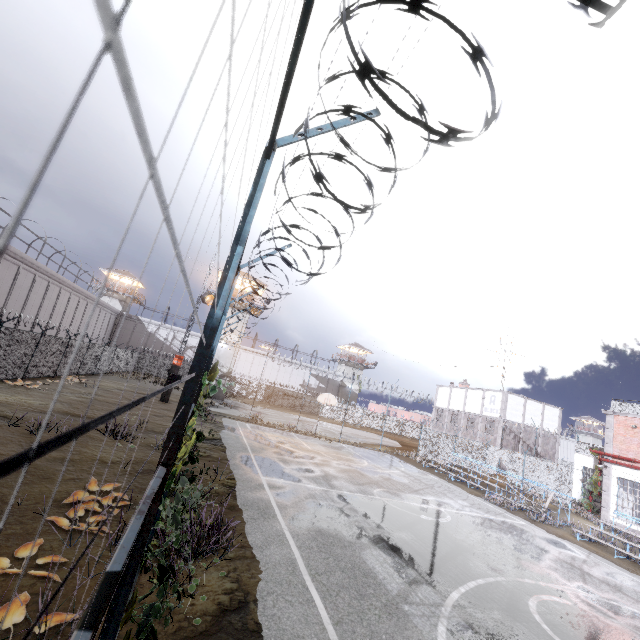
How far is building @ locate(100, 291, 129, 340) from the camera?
51.42m

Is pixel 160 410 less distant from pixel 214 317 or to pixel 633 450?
pixel 214 317

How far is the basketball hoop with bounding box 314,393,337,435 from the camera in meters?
26.0 m

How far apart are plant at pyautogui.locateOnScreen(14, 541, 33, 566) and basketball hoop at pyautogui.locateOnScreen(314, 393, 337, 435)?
21.3m

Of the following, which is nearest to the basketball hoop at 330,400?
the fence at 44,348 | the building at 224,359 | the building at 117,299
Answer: the fence at 44,348

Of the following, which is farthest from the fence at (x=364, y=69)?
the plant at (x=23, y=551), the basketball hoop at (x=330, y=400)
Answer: the plant at (x=23, y=551)

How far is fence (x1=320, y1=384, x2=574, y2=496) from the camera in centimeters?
2589cm

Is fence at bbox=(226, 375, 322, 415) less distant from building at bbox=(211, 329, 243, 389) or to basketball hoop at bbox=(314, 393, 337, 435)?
basketball hoop at bbox=(314, 393, 337, 435)
